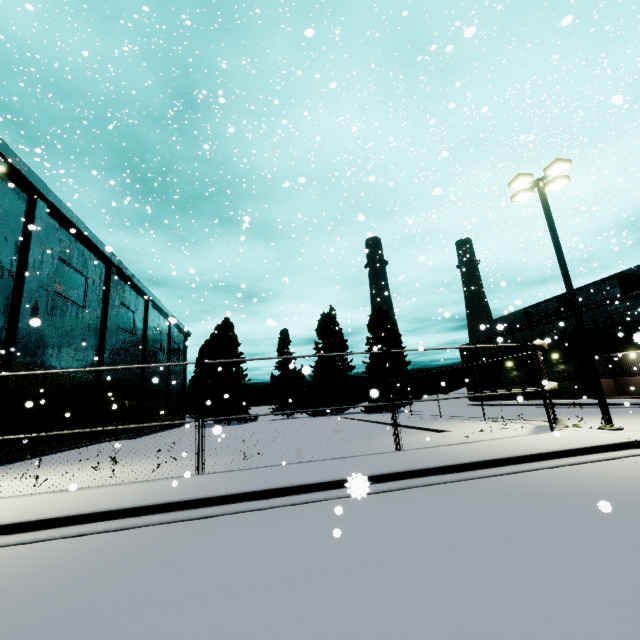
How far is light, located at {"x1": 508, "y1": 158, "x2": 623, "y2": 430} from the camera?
11.27m

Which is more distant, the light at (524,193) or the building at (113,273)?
the building at (113,273)

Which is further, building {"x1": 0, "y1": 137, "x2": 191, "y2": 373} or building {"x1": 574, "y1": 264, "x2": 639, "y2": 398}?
building {"x1": 574, "y1": 264, "x2": 639, "y2": 398}

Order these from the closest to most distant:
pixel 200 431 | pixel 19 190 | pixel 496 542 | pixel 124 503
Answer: pixel 496 542 < pixel 124 503 < pixel 19 190 < pixel 200 431

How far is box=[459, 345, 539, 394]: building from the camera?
34.2 meters

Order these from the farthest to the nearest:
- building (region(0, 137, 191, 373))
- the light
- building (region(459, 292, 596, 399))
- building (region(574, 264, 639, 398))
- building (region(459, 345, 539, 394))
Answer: building (region(459, 345, 539, 394)), building (region(459, 292, 596, 399)), building (region(574, 264, 639, 398)), building (region(0, 137, 191, 373)), the light

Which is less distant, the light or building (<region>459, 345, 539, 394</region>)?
the light

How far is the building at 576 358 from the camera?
28.50m
